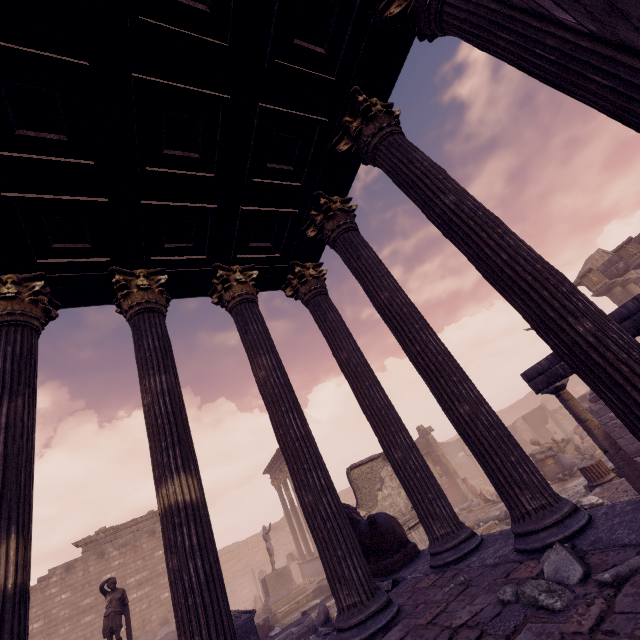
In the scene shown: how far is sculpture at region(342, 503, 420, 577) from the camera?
4.8 meters

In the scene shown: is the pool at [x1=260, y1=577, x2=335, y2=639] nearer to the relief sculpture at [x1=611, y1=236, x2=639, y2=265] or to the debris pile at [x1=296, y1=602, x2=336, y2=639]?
the debris pile at [x1=296, y1=602, x2=336, y2=639]

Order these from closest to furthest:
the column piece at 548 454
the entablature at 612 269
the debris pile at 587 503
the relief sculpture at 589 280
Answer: the debris pile at 587 503 → the column piece at 548 454 → the entablature at 612 269 → the relief sculpture at 589 280

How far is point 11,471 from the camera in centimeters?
292cm

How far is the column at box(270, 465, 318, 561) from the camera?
20.92m

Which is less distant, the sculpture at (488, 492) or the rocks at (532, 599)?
the rocks at (532, 599)

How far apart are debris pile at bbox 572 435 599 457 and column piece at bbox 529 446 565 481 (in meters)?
0.00

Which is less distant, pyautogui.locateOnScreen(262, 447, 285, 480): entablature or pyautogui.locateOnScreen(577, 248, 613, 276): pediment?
pyautogui.locateOnScreen(577, 248, 613, 276): pediment
